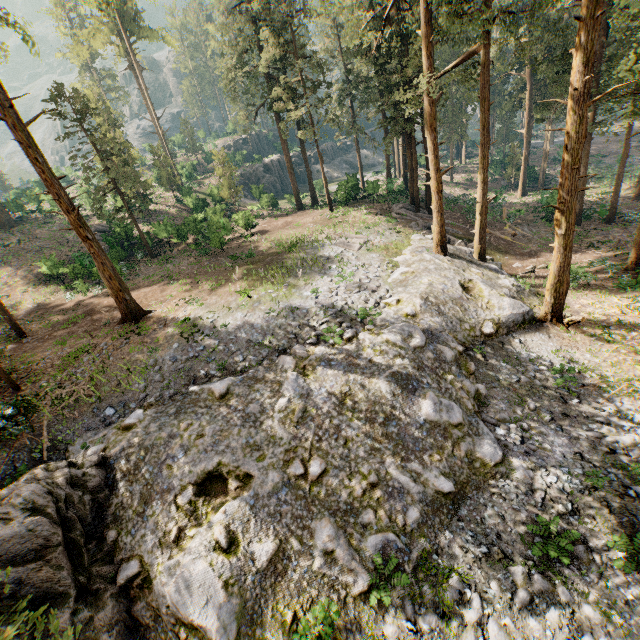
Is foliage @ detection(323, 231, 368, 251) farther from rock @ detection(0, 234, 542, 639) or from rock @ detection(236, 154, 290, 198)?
rock @ detection(236, 154, 290, 198)

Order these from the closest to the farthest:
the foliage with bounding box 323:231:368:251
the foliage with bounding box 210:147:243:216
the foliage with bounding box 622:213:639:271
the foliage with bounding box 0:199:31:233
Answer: the foliage with bounding box 622:213:639:271, the foliage with bounding box 323:231:368:251, the foliage with bounding box 210:147:243:216, the foliage with bounding box 0:199:31:233

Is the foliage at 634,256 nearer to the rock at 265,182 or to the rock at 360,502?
the rock at 360,502

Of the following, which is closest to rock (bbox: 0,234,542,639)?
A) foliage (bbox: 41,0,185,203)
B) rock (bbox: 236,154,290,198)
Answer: foliage (bbox: 41,0,185,203)

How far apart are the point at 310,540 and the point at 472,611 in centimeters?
439cm

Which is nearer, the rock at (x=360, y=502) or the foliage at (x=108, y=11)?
the rock at (x=360, y=502)
